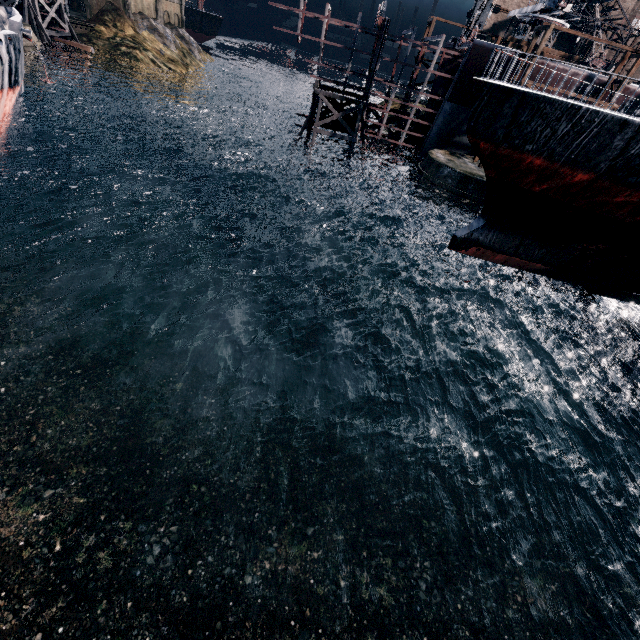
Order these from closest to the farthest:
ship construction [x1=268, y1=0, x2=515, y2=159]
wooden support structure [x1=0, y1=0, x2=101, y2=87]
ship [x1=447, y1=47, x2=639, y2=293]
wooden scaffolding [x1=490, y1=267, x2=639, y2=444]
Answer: ship [x1=447, y1=47, x2=639, y2=293] < wooden scaffolding [x1=490, y1=267, x2=639, y2=444] < ship construction [x1=268, y1=0, x2=515, y2=159] < wooden support structure [x1=0, y1=0, x2=101, y2=87]

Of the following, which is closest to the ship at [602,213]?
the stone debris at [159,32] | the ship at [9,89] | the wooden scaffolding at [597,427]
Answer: the wooden scaffolding at [597,427]

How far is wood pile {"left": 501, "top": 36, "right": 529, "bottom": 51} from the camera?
35.25m

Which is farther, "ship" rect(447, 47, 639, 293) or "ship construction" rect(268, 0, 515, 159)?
"ship construction" rect(268, 0, 515, 159)

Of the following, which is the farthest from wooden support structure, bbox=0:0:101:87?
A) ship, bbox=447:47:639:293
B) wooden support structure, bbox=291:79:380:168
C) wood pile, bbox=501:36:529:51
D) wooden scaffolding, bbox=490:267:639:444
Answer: wooden scaffolding, bbox=490:267:639:444

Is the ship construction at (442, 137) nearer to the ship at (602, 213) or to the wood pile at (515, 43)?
the wood pile at (515, 43)

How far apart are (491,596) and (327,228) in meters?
34.6

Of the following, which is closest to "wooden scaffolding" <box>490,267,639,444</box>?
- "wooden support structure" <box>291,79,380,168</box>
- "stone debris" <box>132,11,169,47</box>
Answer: "wooden support structure" <box>291,79,380,168</box>
